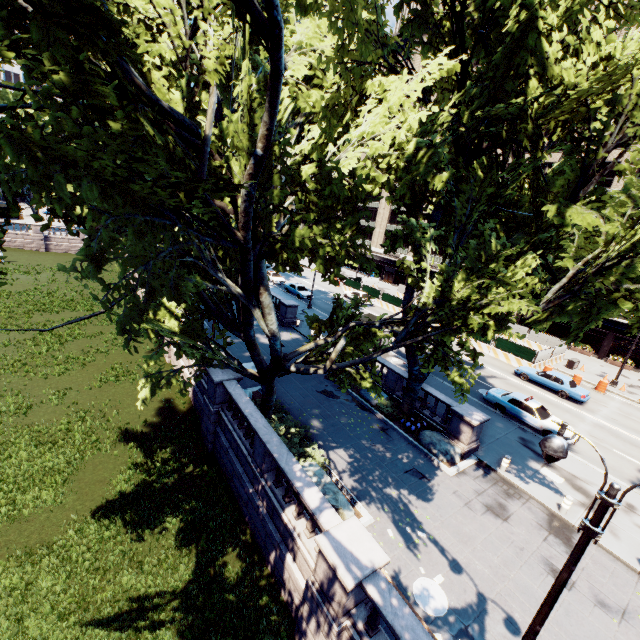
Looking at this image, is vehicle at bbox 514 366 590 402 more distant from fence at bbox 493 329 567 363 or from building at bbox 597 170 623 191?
building at bbox 597 170 623 191

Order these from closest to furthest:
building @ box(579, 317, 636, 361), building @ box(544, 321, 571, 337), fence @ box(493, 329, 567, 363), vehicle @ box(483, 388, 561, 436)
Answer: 1. vehicle @ box(483, 388, 561, 436)
2. fence @ box(493, 329, 567, 363)
3. building @ box(579, 317, 636, 361)
4. building @ box(544, 321, 571, 337)

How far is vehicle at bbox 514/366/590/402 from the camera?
24.79m

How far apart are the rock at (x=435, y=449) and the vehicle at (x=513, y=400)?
6.7 meters

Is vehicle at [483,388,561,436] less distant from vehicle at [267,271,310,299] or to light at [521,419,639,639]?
light at [521,419,639,639]

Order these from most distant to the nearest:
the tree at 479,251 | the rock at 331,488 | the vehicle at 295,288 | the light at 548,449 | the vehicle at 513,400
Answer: the vehicle at 295,288 < the vehicle at 513,400 < the rock at 331,488 < the tree at 479,251 < the light at 548,449

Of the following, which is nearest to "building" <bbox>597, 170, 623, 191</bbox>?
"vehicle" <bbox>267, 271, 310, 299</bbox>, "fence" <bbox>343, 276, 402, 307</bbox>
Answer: "fence" <bbox>343, 276, 402, 307</bbox>

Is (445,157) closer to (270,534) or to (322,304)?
(270,534)
